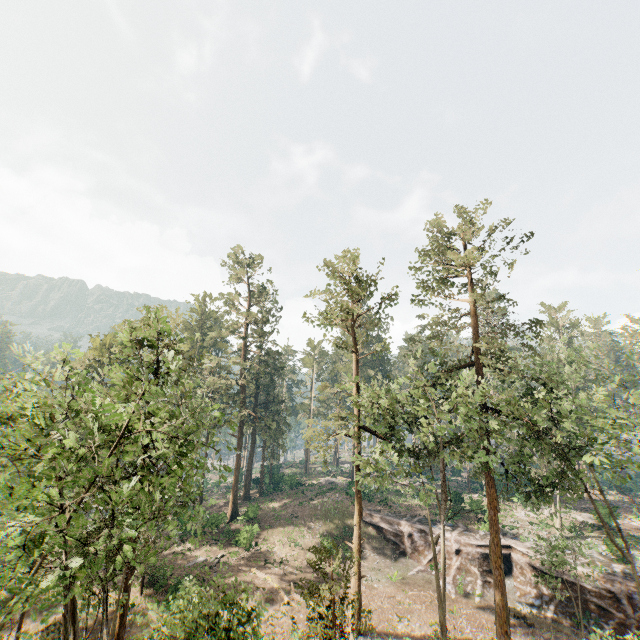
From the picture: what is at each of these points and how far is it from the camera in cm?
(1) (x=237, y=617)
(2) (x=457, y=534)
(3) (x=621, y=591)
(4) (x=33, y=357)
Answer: (1) foliage, 1344
(2) ground embankment, 3250
(3) ground embankment, 2434
(4) foliage, 1326

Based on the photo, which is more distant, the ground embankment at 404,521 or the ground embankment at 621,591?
the ground embankment at 404,521

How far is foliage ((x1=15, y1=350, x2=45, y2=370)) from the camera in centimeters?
1219cm

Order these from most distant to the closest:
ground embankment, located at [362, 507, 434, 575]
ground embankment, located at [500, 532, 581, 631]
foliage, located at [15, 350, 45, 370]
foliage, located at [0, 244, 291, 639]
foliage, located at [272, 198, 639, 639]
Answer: ground embankment, located at [362, 507, 434, 575] < ground embankment, located at [500, 532, 581, 631] < foliage, located at [272, 198, 639, 639] < foliage, located at [15, 350, 45, 370] < foliage, located at [0, 244, 291, 639]

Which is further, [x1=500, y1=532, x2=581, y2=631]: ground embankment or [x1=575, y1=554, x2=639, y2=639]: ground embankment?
[x1=500, y1=532, x2=581, y2=631]: ground embankment

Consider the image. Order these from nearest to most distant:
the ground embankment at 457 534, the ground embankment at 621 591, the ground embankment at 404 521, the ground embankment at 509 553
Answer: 1. the ground embankment at 621 591
2. the ground embankment at 509 553
3. the ground embankment at 457 534
4. the ground embankment at 404 521

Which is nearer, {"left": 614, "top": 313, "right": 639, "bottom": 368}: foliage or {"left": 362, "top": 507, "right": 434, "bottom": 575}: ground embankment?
{"left": 614, "top": 313, "right": 639, "bottom": 368}: foliage
